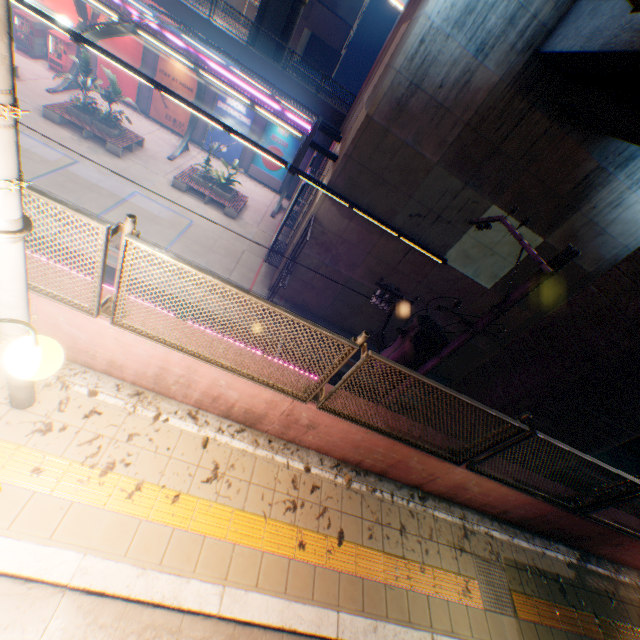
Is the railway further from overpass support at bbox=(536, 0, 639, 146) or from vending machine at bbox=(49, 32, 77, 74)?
vending machine at bbox=(49, 32, 77, 74)

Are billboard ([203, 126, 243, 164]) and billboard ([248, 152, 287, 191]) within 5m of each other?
yes

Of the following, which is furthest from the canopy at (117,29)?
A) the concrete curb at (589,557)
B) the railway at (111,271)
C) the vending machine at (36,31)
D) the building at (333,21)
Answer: → the building at (333,21)

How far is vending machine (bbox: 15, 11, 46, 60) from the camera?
19.2m

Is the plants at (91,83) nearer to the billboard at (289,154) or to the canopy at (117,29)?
the canopy at (117,29)

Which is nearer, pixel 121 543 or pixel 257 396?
pixel 121 543

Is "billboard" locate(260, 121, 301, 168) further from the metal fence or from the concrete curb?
the concrete curb

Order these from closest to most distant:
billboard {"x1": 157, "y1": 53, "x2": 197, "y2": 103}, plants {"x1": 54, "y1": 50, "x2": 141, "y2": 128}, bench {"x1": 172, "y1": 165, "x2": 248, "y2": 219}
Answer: plants {"x1": 54, "y1": 50, "x2": 141, "y2": 128} → bench {"x1": 172, "y1": 165, "x2": 248, "y2": 219} → billboard {"x1": 157, "y1": 53, "x2": 197, "y2": 103}
